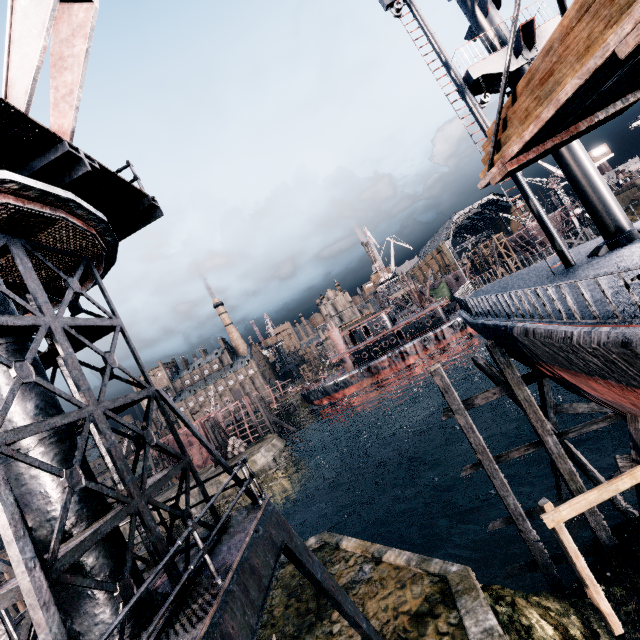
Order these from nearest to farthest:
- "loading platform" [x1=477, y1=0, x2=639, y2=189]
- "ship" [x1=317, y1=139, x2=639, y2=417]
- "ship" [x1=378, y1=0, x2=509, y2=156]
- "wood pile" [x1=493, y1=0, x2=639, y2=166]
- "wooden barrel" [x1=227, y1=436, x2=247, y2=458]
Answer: "loading platform" [x1=477, y1=0, x2=639, y2=189] → "wood pile" [x1=493, y1=0, x2=639, y2=166] → "ship" [x1=317, y1=139, x2=639, y2=417] → "ship" [x1=378, y1=0, x2=509, y2=156] → "wooden barrel" [x1=227, y1=436, x2=247, y2=458]

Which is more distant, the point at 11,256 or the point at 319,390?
the point at 319,390

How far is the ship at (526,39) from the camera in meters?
13.2

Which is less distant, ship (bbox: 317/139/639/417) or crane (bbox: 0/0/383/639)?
crane (bbox: 0/0/383/639)

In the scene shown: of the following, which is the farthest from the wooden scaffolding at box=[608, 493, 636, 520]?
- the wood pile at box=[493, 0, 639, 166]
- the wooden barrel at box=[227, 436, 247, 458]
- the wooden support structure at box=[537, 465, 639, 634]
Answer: the wooden barrel at box=[227, 436, 247, 458]

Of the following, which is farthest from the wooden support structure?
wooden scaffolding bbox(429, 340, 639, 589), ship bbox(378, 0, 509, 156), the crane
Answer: the crane

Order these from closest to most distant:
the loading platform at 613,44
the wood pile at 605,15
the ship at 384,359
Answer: the loading platform at 613,44
the wood pile at 605,15
the ship at 384,359

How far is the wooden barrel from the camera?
48.09m
